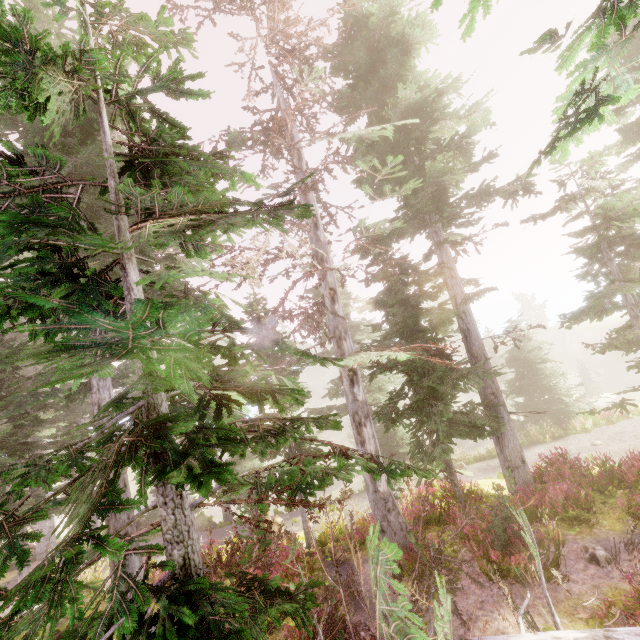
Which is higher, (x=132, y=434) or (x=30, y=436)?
(x=30, y=436)

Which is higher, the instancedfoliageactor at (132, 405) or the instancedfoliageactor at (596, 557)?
the instancedfoliageactor at (132, 405)

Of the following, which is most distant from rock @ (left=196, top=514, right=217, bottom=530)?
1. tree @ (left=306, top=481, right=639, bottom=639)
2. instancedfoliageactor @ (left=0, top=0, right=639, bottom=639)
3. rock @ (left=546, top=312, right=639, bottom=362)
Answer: rock @ (left=546, top=312, right=639, bottom=362)

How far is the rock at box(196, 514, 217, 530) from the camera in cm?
2017

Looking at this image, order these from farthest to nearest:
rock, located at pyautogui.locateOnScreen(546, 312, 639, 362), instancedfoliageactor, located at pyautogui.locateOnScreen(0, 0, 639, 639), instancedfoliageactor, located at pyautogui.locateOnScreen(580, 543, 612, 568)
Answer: rock, located at pyautogui.locateOnScreen(546, 312, 639, 362)
instancedfoliageactor, located at pyautogui.locateOnScreen(580, 543, 612, 568)
instancedfoliageactor, located at pyautogui.locateOnScreen(0, 0, 639, 639)

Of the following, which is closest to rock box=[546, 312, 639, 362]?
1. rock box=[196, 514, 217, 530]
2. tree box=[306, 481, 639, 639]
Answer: rock box=[196, 514, 217, 530]

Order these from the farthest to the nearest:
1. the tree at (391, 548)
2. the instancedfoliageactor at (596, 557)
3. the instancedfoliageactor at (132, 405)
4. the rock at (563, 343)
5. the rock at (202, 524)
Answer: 1. the rock at (563, 343)
2. the rock at (202, 524)
3. the instancedfoliageactor at (596, 557)
4. the tree at (391, 548)
5. the instancedfoliageactor at (132, 405)
